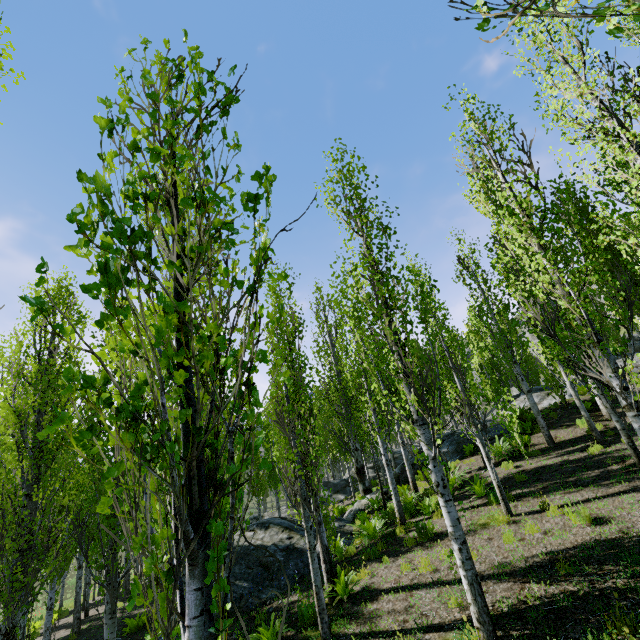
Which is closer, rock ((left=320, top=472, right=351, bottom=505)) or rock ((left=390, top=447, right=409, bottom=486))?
rock ((left=390, top=447, right=409, bottom=486))

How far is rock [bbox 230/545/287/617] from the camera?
9.20m

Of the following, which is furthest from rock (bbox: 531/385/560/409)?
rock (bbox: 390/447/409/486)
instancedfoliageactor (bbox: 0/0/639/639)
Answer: rock (bbox: 390/447/409/486)

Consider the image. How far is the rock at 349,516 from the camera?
12.6m

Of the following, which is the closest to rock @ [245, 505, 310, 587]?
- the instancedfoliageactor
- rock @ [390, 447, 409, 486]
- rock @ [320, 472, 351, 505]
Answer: the instancedfoliageactor

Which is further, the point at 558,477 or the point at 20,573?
the point at 558,477

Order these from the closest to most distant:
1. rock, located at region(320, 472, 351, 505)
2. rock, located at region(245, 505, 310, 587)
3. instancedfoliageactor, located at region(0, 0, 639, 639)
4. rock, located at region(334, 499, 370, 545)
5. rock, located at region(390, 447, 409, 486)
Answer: instancedfoliageactor, located at region(0, 0, 639, 639) < rock, located at region(245, 505, 310, 587) < rock, located at region(334, 499, 370, 545) < rock, located at region(390, 447, 409, 486) < rock, located at region(320, 472, 351, 505)

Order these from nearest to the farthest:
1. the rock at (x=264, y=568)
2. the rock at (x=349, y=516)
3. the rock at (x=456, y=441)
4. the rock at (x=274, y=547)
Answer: the rock at (x=264, y=568) < the rock at (x=274, y=547) < the rock at (x=349, y=516) < the rock at (x=456, y=441)
